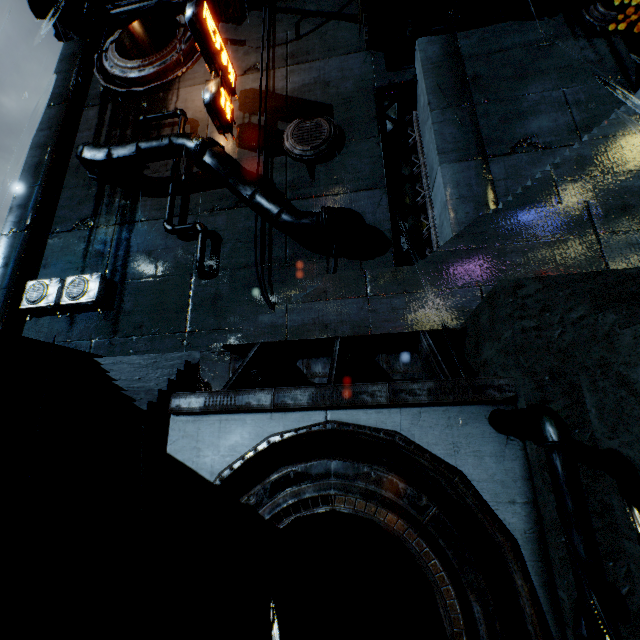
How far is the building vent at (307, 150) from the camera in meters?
16.3

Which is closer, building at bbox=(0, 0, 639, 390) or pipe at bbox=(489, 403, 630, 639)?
pipe at bbox=(489, 403, 630, 639)

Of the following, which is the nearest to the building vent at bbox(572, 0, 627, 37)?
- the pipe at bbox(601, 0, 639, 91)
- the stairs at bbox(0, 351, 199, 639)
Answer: the pipe at bbox(601, 0, 639, 91)

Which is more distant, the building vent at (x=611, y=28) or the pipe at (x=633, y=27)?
the building vent at (x=611, y=28)

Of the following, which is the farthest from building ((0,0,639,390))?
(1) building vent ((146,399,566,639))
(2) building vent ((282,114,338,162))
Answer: (1) building vent ((146,399,566,639))

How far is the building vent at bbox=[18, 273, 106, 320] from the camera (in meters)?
15.77

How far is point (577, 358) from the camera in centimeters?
475cm

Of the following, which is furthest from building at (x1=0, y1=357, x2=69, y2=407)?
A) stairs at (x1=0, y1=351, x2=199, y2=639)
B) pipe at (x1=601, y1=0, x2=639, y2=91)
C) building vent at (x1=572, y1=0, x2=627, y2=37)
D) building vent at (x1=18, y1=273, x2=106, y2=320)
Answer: building vent at (x1=572, y1=0, x2=627, y2=37)
